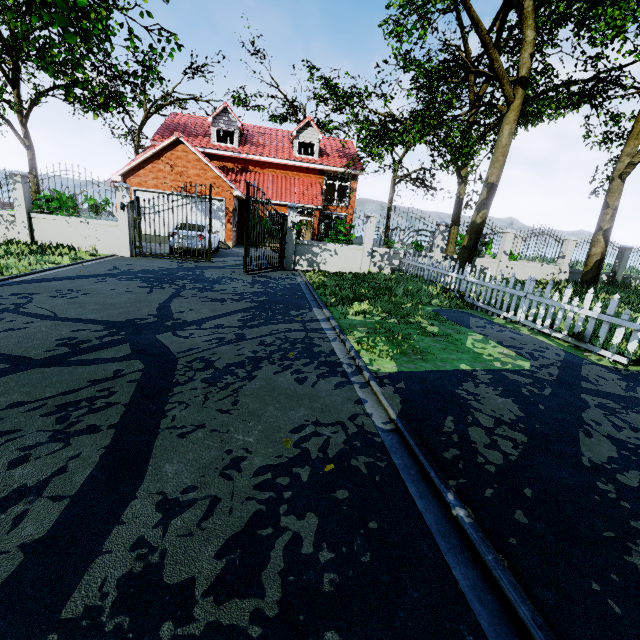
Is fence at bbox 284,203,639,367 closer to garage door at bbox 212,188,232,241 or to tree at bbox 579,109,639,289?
tree at bbox 579,109,639,289

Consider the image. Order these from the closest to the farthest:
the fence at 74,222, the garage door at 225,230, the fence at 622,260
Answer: the fence at 74,222, the fence at 622,260, the garage door at 225,230

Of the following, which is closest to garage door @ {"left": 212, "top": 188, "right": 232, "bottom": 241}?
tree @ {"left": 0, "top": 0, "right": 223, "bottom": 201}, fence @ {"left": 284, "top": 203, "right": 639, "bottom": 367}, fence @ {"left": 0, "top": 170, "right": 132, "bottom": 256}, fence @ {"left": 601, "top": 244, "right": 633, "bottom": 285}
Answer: tree @ {"left": 0, "top": 0, "right": 223, "bottom": 201}

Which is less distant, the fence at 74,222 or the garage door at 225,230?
the fence at 74,222

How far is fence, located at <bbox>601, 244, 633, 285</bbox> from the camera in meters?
15.7

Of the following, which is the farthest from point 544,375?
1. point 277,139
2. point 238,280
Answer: point 277,139

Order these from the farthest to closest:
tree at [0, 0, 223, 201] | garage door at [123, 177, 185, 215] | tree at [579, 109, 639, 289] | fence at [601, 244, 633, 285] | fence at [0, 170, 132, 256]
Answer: garage door at [123, 177, 185, 215]
fence at [601, 244, 633, 285]
tree at [579, 109, 639, 289]
fence at [0, 170, 132, 256]
tree at [0, 0, 223, 201]

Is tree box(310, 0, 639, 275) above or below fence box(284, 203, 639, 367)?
above
